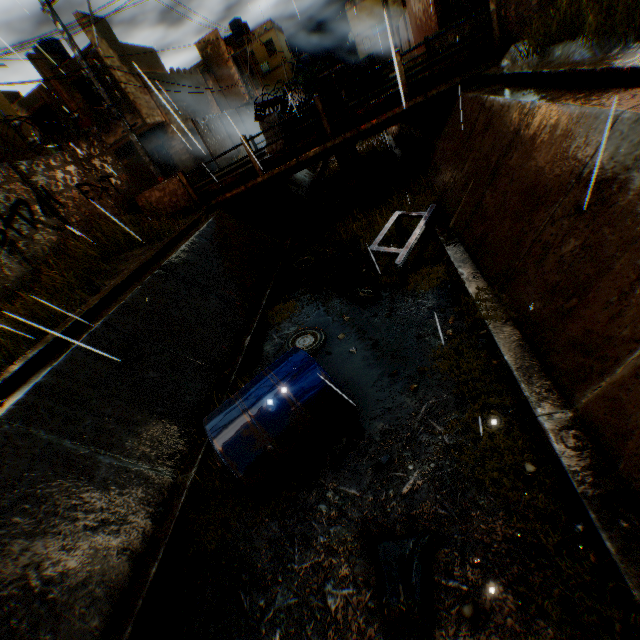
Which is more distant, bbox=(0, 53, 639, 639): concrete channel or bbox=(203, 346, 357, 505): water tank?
bbox=(203, 346, 357, 505): water tank

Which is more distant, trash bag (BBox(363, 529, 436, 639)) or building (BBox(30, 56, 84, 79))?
building (BBox(30, 56, 84, 79))

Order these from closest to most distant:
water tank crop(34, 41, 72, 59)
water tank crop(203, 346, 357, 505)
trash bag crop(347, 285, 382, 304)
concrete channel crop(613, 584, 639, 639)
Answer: concrete channel crop(613, 584, 639, 639)
water tank crop(203, 346, 357, 505)
trash bag crop(347, 285, 382, 304)
water tank crop(34, 41, 72, 59)

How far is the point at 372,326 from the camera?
6.42m

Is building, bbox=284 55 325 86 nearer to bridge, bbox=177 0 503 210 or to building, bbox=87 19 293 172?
building, bbox=87 19 293 172

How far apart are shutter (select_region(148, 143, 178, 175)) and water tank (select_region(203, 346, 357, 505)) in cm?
1989

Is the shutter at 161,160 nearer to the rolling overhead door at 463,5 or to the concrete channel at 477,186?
the concrete channel at 477,186

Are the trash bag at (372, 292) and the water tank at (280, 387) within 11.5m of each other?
yes
